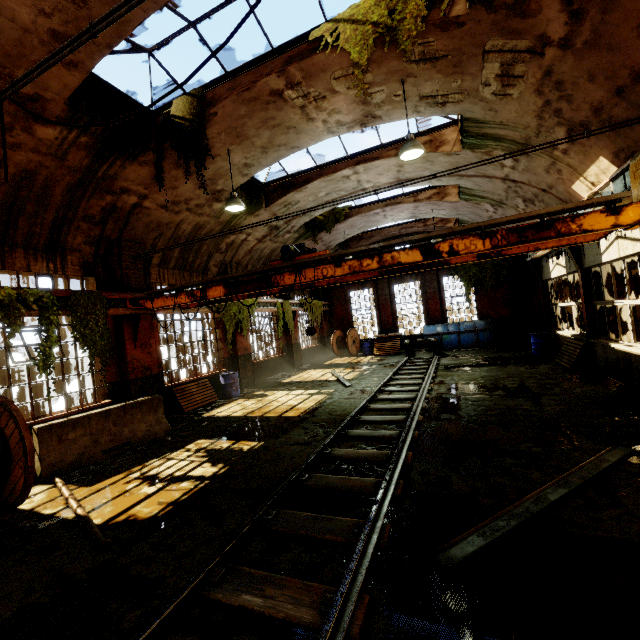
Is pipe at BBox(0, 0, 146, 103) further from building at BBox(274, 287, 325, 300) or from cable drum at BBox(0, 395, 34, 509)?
cable drum at BBox(0, 395, 34, 509)

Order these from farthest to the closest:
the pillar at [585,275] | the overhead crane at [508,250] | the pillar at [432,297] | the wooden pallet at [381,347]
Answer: the pillar at [432,297] → the wooden pallet at [381,347] → the pillar at [585,275] → the overhead crane at [508,250]

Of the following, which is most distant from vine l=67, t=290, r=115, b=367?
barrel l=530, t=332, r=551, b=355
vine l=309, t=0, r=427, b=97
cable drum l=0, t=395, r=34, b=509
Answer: barrel l=530, t=332, r=551, b=355

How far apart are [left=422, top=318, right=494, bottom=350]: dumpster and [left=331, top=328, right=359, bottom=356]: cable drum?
4.9 meters

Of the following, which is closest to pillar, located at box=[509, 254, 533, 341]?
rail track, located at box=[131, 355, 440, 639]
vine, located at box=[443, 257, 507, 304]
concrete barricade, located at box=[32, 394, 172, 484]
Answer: vine, located at box=[443, 257, 507, 304]

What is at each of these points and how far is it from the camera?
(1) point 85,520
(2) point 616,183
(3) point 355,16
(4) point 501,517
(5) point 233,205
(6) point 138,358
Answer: (1) pipe, 4.5m
(2) beam, 6.8m
(3) vine, 5.8m
(4) beam, 3.6m
(5) hanging light, 8.6m
(6) building, 9.5m

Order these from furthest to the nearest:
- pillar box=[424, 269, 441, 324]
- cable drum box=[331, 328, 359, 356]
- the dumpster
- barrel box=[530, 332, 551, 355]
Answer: cable drum box=[331, 328, 359, 356]
pillar box=[424, 269, 441, 324]
the dumpster
barrel box=[530, 332, 551, 355]

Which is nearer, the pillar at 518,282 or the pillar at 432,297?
the pillar at 518,282
